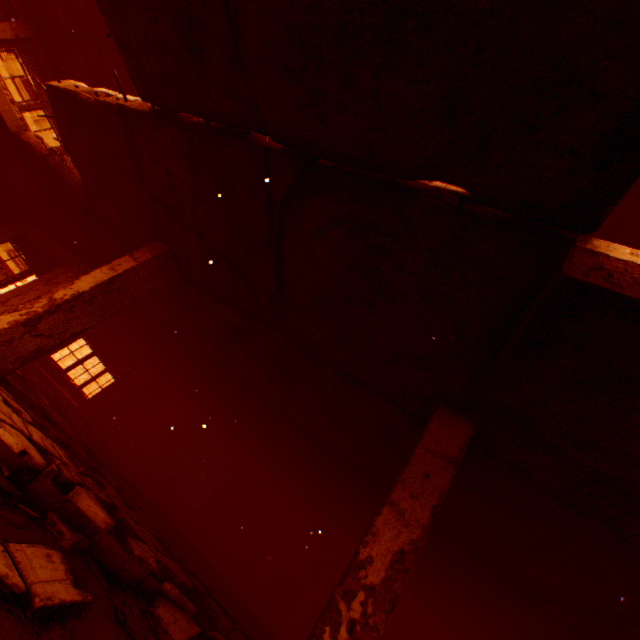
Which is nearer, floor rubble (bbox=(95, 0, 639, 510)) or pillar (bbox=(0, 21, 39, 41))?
floor rubble (bbox=(95, 0, 639, 510))

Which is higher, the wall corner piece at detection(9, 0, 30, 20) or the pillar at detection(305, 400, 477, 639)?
the wall corner piece at detection(9, 0, 30, 20)

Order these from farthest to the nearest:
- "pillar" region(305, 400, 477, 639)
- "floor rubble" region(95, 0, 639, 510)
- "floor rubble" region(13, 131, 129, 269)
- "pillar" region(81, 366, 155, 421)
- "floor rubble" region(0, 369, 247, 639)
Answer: "pillar" region(81, 366, 155, 421) < "floor rubble" region(13, 131, 129, 269) < "floor rubble" region(0, 369, 247, 639) < "pillar" region(305, 400, 477, 639) < "floor rubble" region(95, 0, 639, 510)

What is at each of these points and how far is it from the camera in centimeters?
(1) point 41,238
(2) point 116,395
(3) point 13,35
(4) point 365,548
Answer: (1) concrete beam, 1036cm
(2) pillar, 1203cm
(3) pillar, 921cm
(4) pillar, 245cm

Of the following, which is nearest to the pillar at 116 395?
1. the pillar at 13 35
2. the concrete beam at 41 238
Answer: the concrete beam at 41 238

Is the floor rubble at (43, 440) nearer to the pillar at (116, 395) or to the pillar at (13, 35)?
the pillar at (116, 395)

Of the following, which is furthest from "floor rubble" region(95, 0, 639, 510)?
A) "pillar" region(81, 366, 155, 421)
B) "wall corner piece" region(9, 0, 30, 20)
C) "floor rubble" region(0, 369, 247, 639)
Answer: "pillar" region(81, 366, 155, 421)

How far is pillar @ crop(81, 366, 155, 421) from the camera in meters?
11.5
